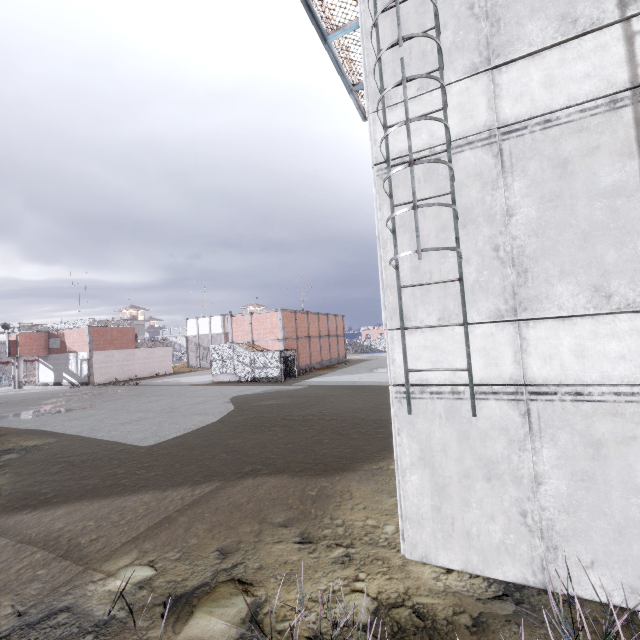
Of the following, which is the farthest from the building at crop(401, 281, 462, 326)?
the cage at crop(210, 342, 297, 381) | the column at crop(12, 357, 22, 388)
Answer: the column at crop(12, 357, 22, 388)

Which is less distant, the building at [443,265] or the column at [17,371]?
the building at [443,265]

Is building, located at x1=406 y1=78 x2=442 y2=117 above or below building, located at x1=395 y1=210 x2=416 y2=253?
above

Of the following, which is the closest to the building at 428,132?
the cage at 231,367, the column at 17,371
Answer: the cage at 231,367

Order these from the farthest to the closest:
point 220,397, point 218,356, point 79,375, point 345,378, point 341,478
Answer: point 79,375
point 218,356
point 345,378
point 220,397
point 341,478

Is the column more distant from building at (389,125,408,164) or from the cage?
→ building at (389,125,408,164)

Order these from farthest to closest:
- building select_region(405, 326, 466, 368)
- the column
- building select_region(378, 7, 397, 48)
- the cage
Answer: the column < the cage < building select_region(378, 7, 397, 48) < building select_region(405, 326, 466, 368)

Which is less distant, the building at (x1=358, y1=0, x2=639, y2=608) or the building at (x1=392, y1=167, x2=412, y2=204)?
the building at (x1=358, y1=0, x2=639, y2=608)
